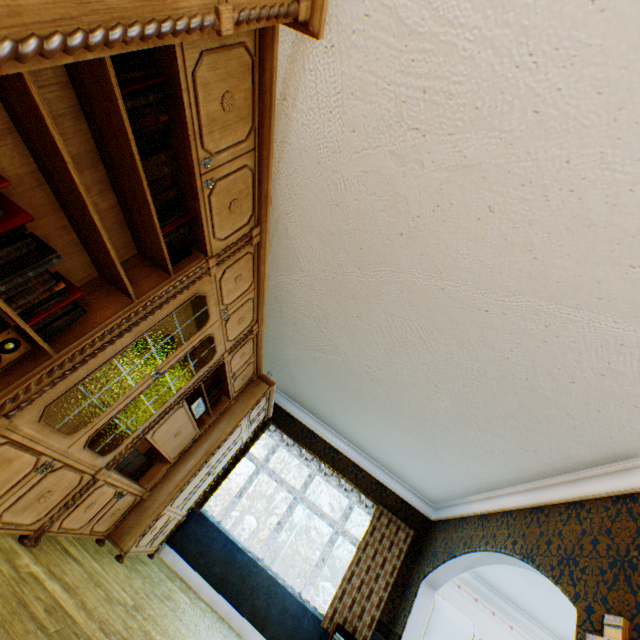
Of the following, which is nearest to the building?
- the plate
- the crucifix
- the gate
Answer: the crucifix

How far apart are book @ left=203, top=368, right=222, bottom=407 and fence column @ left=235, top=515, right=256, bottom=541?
18.2 meters

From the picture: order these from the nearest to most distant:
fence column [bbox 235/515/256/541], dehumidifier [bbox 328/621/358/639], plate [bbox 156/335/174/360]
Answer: plate [bbox 156/335/174/360], dehumidifier [bbox 328/621/358/639], fence column [bbox 235/515/256/541]

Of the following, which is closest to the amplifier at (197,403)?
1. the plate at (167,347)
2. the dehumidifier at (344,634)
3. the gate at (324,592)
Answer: the plate at (167,347)

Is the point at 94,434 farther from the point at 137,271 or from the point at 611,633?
the point at 611,633

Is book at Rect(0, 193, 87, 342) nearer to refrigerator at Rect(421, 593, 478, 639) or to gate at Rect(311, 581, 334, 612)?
refrigerator at Rect(421, 593, 478, 639)

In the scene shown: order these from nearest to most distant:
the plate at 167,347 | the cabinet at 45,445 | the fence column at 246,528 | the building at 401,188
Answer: the cabinet at 45,445, the building at 401,188, the plate at 167,347, the fence column at 246,528

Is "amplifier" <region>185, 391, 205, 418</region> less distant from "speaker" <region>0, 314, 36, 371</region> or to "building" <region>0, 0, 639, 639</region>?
"building" <region>0, 0, 639, 639</region>
